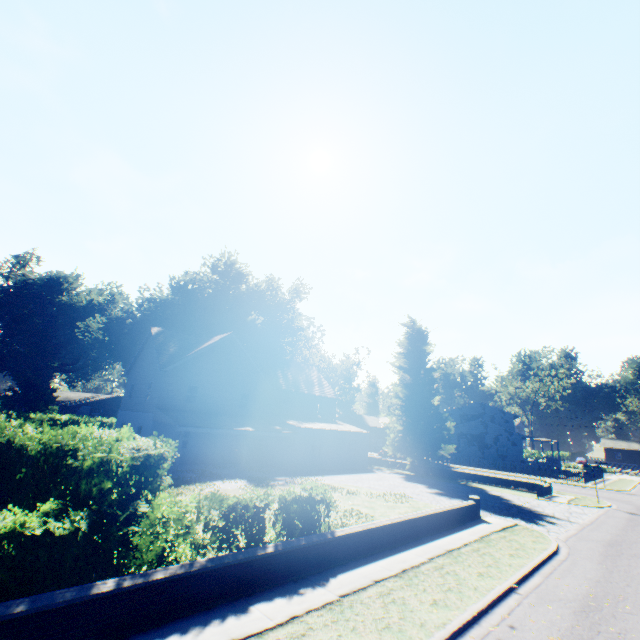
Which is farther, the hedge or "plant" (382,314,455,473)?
"plant" (382,314,455,473)

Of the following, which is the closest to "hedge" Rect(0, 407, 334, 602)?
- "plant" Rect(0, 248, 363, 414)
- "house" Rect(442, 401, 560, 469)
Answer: "plant" Rect(0, 248, 363, 414)

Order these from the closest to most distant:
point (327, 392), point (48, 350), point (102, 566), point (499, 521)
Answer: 1. point (102, 566)
2. point (499, 521)
3. point (327, 392)
4. point (48, 350)

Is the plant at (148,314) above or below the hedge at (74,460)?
above

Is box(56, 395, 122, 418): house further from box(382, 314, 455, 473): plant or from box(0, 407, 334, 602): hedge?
box(0, 407, 334, 602): hedge

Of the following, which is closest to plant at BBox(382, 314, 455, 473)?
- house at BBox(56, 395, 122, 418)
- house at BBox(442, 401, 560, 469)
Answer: house at BBox(442, 401, 560, 469)

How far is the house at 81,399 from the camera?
49.7m

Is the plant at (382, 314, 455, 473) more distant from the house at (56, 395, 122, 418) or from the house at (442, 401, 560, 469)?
the house at (56, 395, 122, 418)
